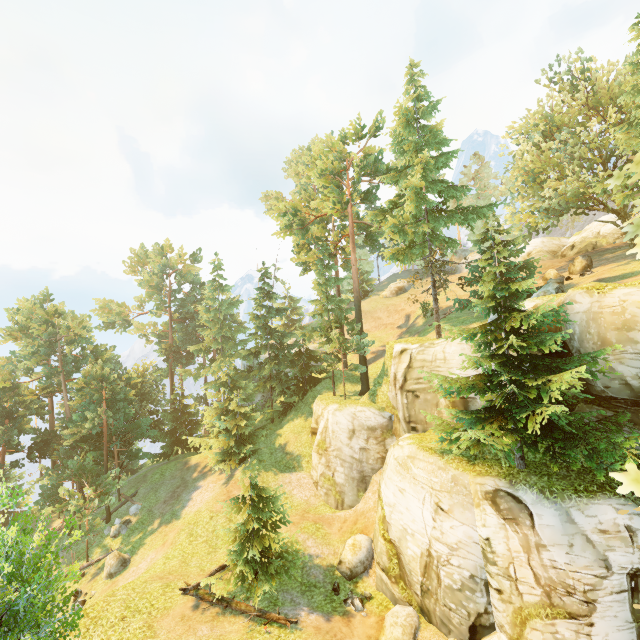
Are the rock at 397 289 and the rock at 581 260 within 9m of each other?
no

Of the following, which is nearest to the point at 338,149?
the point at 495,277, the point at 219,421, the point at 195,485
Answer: the point at 495,277

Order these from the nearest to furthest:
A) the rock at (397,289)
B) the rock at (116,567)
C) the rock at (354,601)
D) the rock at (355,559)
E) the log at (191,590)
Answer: the log at (191,590) < the rock at (354,601) < the rock at (355,559) < the rock at (116,567) < the rock at (397,289)

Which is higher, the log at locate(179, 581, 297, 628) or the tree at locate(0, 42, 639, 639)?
the tree at locate(0, 42, 639, 639)

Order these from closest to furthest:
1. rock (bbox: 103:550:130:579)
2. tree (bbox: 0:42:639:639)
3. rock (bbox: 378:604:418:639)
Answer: tree (bbox: 0:42:639:639), rock (bbox: 378:604:418:639), rock (bbox: 103:550:130:579)

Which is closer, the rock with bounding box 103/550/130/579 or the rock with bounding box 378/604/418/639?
the rock with bounding box 378/604/418/639

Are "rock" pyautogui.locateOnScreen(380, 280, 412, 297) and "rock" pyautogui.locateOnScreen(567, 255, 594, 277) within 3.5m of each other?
no

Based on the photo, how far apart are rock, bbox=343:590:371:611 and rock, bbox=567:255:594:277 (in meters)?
30.33
